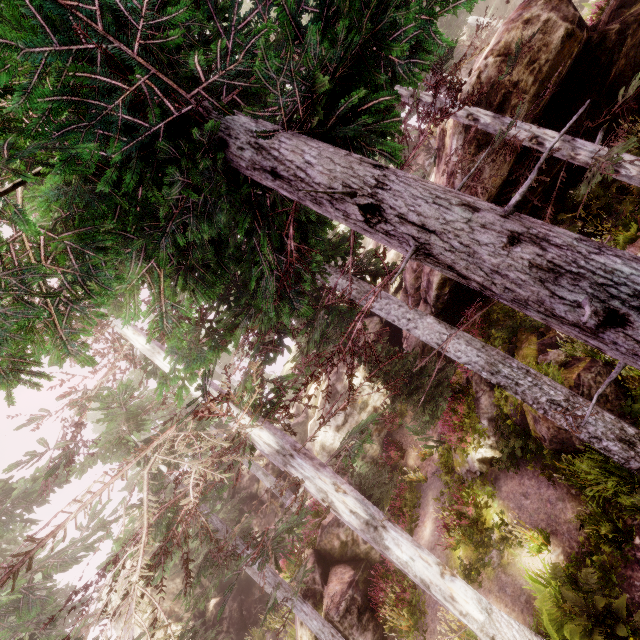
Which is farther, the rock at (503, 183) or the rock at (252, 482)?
the rock at (252, 482)

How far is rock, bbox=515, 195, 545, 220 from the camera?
10.2m

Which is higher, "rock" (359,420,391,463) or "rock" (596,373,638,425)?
"rock" (359,420,391,463)

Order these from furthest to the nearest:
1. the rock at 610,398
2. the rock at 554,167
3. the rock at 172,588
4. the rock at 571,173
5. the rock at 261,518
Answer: the rock at 261,518 → the rock at 172,588 → the rock at 571,173 → the rock at 554,167 → the rock at 610,398

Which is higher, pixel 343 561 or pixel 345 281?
pixel 345 281

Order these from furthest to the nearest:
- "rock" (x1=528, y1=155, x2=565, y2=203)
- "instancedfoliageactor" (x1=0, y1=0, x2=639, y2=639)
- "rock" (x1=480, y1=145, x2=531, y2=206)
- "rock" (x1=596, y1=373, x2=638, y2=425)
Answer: "rock" (x1=528, y1=155, x2=565, y2=203)
"rock" (x1=480, y1=145, x2=531, y2=206)
"rock" (x1=596, y1=373, x2=638, y2=425)
"instancedfoliageactor" (x1=0, y1=0, x2=639, y2=639)

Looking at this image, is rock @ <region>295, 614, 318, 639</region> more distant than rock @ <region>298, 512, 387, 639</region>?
Yes
